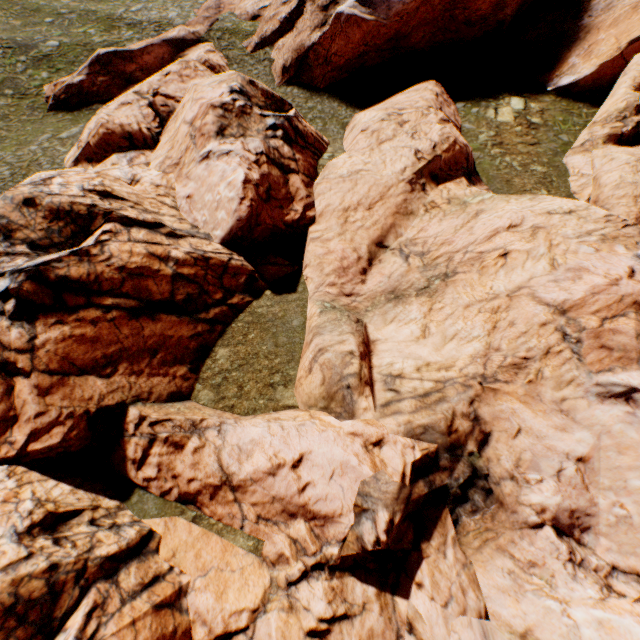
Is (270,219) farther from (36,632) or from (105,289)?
(36,632)
